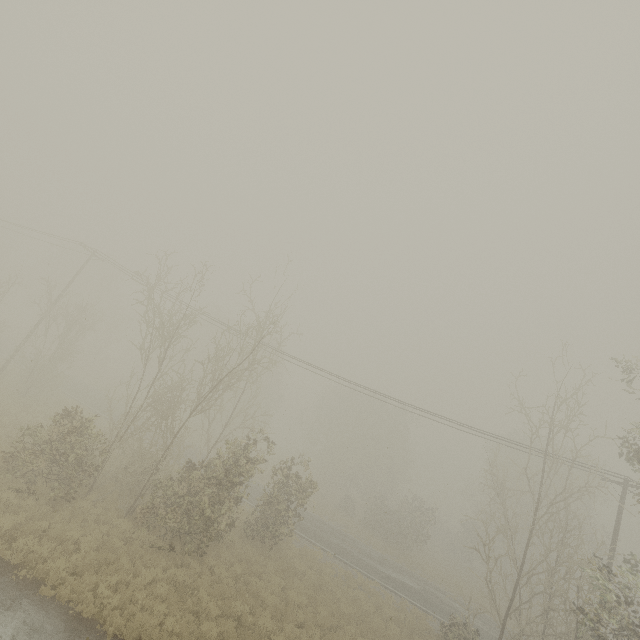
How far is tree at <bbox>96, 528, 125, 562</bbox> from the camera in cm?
1116

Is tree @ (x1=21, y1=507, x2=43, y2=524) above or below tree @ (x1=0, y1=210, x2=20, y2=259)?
below

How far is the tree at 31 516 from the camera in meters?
11.1 m

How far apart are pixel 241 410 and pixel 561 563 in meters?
18.4

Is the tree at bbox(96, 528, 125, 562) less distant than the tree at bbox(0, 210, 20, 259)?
Yes
